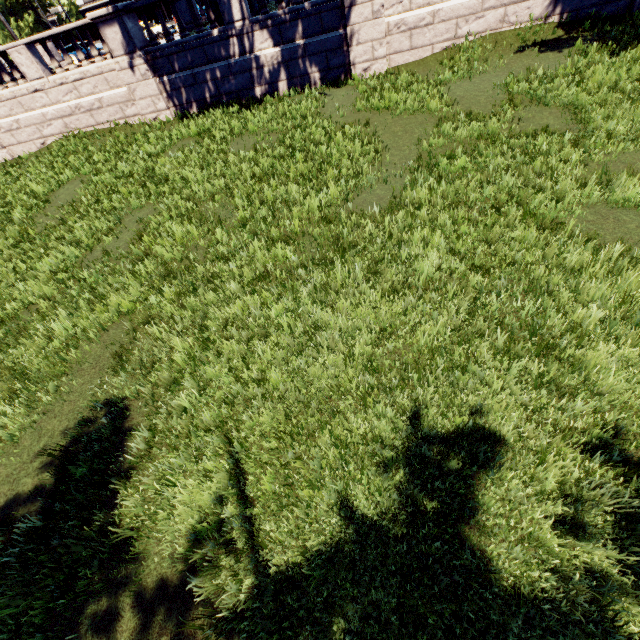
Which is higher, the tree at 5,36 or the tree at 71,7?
the tree at 71,7

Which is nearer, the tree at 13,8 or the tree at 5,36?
the tree at 5,36

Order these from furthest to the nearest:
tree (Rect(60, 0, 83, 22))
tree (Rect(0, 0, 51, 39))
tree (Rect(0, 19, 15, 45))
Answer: tree (Rect(60, 0, 83, 22)), tree (Rect(0, 0, 51, 39)), tree (Rect(0, 19, 15, 45))

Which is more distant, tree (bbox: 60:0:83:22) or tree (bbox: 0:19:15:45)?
tree (bbox: 60:0:83:22)

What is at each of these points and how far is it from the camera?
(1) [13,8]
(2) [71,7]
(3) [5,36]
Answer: (1) tree, 48.19m
(2) tree, 51.50m
(3) tree, 44.59m

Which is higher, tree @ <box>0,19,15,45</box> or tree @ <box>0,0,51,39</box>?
tree @ <box>0,0,51,39</box>
